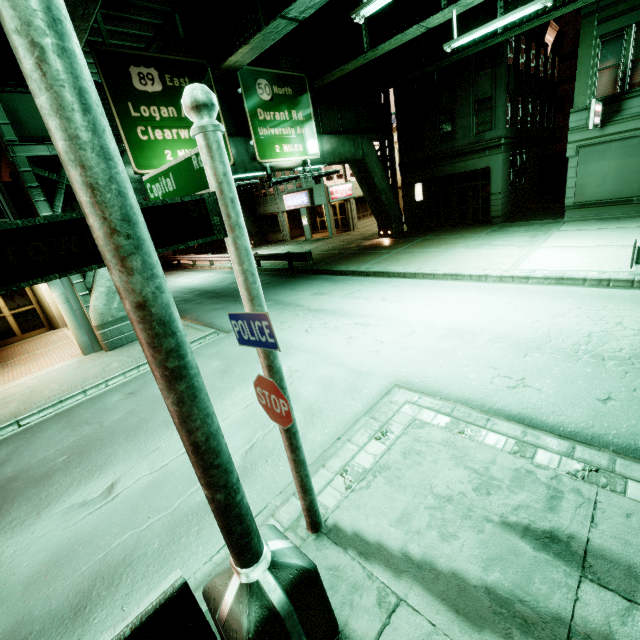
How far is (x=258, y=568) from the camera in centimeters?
253cm

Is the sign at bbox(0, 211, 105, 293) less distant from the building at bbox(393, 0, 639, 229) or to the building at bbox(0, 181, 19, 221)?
the building at bbox(0, 181, 19, 221)

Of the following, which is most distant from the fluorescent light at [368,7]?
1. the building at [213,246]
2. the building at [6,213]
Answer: the building at [213,246]

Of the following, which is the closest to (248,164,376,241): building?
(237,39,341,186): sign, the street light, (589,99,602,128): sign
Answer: (589,99,602,128): sign

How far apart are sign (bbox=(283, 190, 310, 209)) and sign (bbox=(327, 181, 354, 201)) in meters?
1.7 m

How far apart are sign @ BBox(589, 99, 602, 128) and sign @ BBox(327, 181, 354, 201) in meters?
18.4 m

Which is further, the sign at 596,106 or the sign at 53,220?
the sign at 596,106

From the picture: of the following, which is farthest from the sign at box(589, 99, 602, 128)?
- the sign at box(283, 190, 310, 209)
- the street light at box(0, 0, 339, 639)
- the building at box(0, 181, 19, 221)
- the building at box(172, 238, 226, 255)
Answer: the building at box(172, 238, 226, 255)
